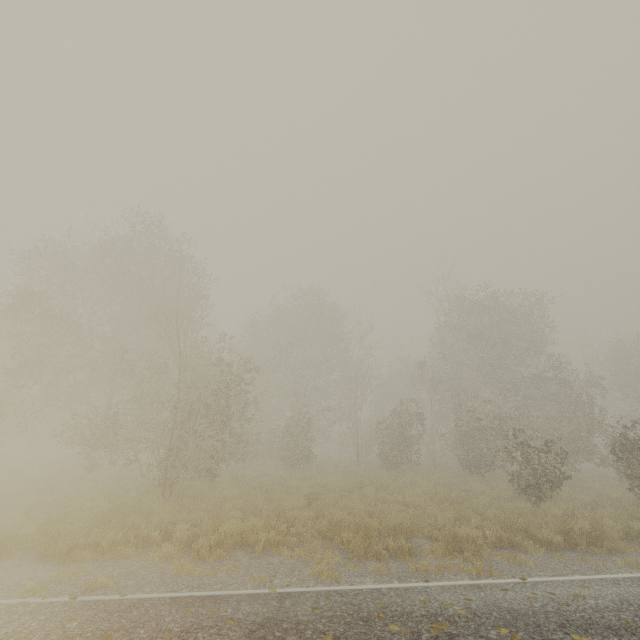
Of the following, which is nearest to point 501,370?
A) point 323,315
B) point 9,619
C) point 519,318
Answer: point 519,318
